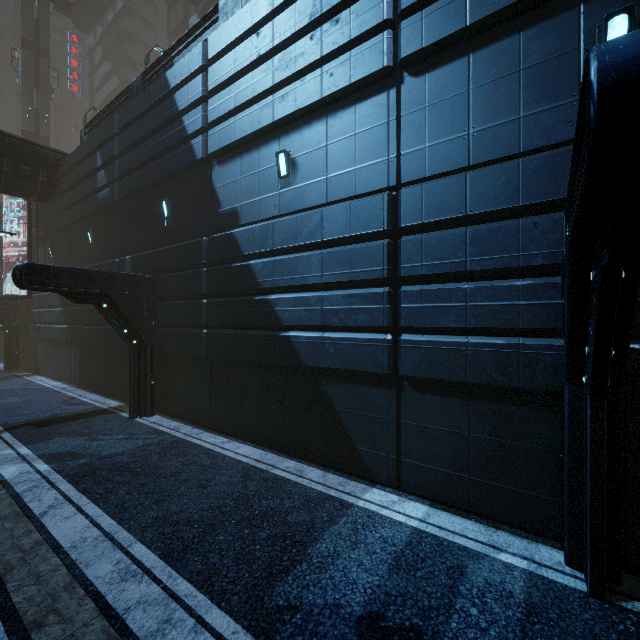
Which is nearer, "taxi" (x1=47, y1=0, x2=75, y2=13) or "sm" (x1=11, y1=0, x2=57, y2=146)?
"taxi" (x1=47, y1=0, x2=75, y2=13)

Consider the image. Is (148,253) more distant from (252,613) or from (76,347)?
(252,613)

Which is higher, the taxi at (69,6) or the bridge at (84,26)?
the bridge at (84,26)

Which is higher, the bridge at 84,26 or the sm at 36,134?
the bridge at 84,26

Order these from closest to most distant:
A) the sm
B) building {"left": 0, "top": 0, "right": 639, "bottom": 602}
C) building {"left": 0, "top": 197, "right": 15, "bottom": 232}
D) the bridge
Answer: building {"left": 0, "top": 0, "right": 639, "bottom": 602}
building {"left": 0, "top": 197, "right": 15, "bottom": 232}
the sm
the bridge

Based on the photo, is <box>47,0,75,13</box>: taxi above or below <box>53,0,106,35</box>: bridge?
below

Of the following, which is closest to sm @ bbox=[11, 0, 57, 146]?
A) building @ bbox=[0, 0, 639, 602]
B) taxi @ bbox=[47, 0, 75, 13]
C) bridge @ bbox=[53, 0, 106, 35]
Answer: bridge @ bbox=[53, 0, 106, 35]

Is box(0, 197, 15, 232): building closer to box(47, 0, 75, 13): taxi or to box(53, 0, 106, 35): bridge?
box(53, 0, 106, 35): bridge
